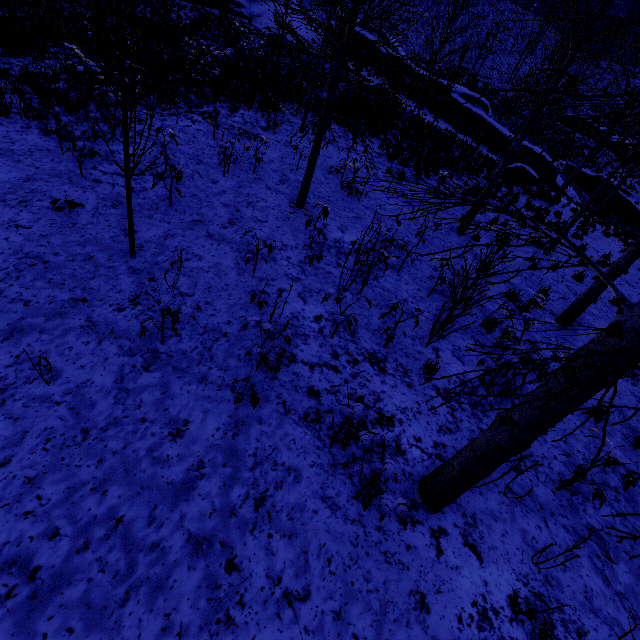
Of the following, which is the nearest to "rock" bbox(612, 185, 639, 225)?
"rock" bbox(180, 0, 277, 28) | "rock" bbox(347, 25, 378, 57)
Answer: "rock" bbox(347, 25, 378, 57)

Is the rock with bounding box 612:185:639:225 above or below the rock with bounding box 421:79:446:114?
below

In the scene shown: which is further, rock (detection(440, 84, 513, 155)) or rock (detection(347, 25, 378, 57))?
rock (detection(347, 25, 378, 57))

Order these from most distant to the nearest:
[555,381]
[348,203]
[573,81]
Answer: [348,203] → [555,381] → [573,81]

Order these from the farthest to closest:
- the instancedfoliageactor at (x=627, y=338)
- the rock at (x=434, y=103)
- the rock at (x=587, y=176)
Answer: the rock at (x=587, y=176) < the rock at (x=434, y=103) < the instancedfoliageactor at (x=627, y=338)

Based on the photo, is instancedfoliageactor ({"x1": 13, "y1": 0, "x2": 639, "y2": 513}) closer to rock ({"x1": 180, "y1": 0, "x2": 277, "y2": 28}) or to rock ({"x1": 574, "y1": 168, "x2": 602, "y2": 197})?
rock ({"x1": 180, "y1": 0, "x2": 277, "y2": 28})

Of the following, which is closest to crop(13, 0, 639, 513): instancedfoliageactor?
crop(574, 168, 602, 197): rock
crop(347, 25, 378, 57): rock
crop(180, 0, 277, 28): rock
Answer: crop(347, 25, 378, 57): rock

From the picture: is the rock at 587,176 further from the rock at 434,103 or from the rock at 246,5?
the rock at 246,5
